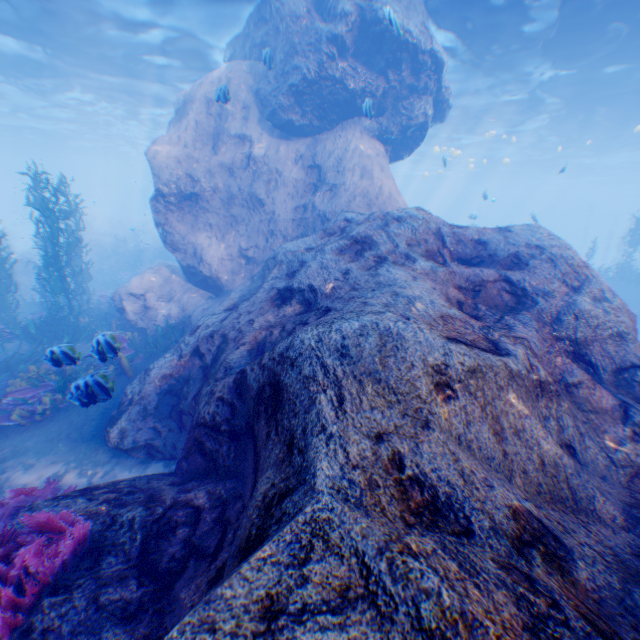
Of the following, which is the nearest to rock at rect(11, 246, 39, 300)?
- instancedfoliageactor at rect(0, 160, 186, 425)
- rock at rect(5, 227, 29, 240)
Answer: instancedfoliageactor at rect(0, 160, 186, 425)

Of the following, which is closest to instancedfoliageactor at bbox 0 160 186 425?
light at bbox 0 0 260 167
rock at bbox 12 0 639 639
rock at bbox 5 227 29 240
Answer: rock at bbox 12 0 639 639

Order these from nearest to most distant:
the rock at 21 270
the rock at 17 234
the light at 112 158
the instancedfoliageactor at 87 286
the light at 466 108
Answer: the instancedfoliageactor at 87 286 < the light at 466 108 < the light at 112 158 < the rock at 21 270 < the rock at 17 234

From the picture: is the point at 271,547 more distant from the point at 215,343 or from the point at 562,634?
the point at 215,343

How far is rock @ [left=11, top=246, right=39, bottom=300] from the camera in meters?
19.1 m

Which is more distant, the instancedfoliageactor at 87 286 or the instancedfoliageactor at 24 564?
the instancedfoliageactor at 87 286

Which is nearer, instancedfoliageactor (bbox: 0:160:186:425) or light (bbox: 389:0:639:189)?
instancedfoliageactor (bbox: 0:160:186:425)
